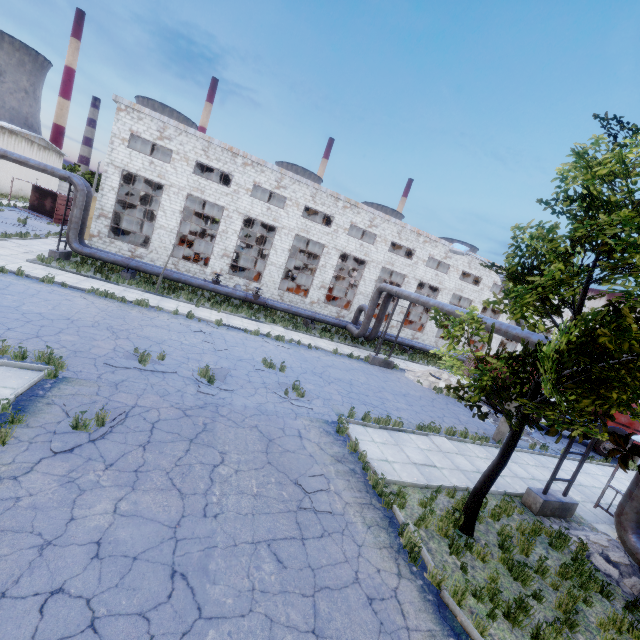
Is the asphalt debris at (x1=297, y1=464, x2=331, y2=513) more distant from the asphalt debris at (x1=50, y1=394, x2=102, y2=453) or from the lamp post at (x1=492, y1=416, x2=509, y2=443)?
the lamp post at (x1=492, y1=416, x2=509, y2=443)

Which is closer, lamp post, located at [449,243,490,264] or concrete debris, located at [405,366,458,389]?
lamp post, located at [449,243,490,264]

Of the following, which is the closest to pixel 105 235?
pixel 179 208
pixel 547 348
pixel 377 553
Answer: pixel 179 208

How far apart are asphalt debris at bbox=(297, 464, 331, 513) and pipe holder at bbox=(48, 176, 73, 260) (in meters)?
20.87

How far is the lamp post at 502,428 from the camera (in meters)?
15.02

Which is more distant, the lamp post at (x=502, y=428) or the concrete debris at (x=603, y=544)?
the lamp post at (x=502, y=428)

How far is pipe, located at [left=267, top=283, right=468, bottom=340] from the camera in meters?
17.3

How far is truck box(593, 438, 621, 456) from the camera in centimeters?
1856cm
